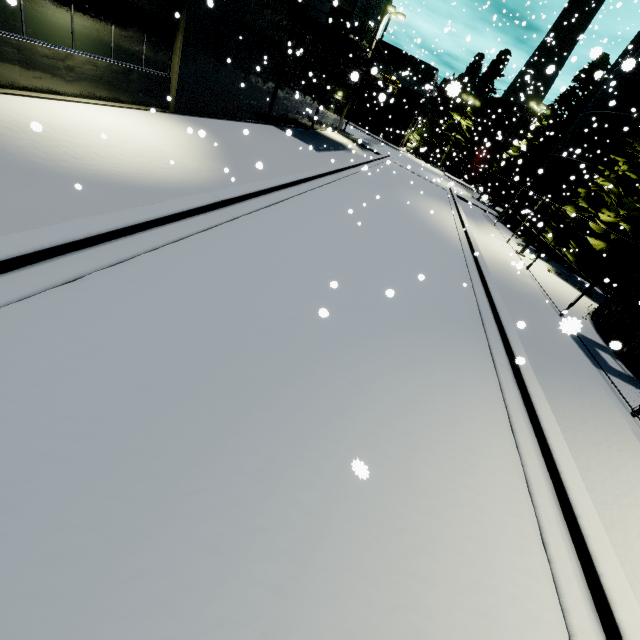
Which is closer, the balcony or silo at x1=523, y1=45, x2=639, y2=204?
the balcony

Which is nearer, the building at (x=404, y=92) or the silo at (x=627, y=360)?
the silo at (x=627, y=360)

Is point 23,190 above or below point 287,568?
below

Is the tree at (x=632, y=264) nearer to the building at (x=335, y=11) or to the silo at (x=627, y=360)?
the silo at (x=627, y=360)

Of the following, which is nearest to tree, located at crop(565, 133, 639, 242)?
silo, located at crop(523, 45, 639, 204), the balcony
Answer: silo, located at crop(523, 45, 639, 204)

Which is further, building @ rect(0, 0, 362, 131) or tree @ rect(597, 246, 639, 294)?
tree @ rect(597, 246, 639, 294)

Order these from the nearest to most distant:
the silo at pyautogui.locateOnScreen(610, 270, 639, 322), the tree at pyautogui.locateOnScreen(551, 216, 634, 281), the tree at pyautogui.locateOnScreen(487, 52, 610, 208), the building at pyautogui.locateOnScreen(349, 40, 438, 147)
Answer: the silo at pyautogui.locateOnScreen(610, 270, 639, 322) → the tree at pyautogui.locateOnScreen(551, 216, 634, 281) → the tree at pyautogui.locateOnScreen(487, 52, 610, 208) → the building at pyautogui.locateOnScreen(349, 40, 438, 147)

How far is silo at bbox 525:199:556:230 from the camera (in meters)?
23.67
